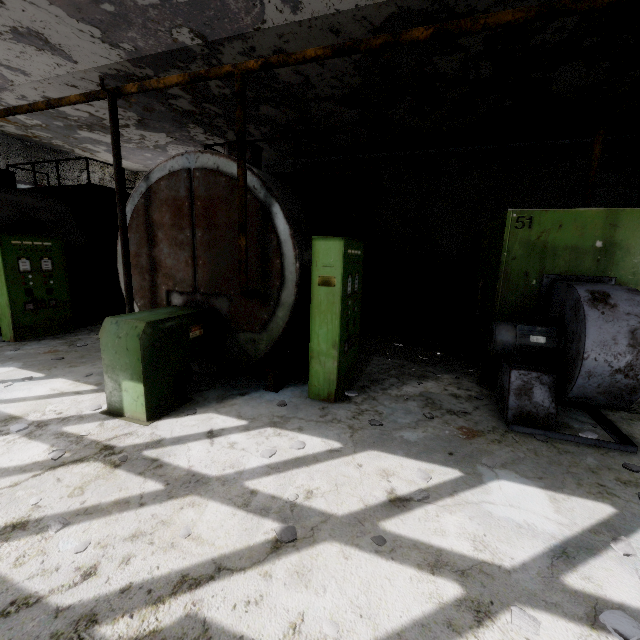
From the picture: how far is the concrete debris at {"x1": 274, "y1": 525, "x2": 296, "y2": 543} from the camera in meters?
2.5

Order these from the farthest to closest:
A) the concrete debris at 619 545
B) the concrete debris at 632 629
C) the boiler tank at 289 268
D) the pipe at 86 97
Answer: the pipe at 86 97 < the boiler tank at 289 268 < the concrete debris at 619 545 < the concrete debris at 632 629

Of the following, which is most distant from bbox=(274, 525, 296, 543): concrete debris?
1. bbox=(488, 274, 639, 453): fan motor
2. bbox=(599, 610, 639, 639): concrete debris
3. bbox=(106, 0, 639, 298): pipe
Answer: bbox=(106, 0, 639, 298): pipe

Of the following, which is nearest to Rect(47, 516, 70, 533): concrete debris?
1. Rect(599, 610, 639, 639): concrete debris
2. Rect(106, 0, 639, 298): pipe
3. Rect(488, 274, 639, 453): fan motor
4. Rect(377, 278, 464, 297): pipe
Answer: Rect(599, 610, 639, 639): concrete debris

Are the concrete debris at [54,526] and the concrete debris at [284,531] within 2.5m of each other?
yes

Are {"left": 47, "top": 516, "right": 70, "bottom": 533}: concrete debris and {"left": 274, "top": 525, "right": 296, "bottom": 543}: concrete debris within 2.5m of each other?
yes

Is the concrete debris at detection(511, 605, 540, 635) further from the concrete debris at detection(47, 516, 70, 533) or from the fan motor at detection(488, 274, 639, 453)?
the concrete debris at detection(47, 516, 70, 533)

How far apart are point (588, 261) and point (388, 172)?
11.8m
